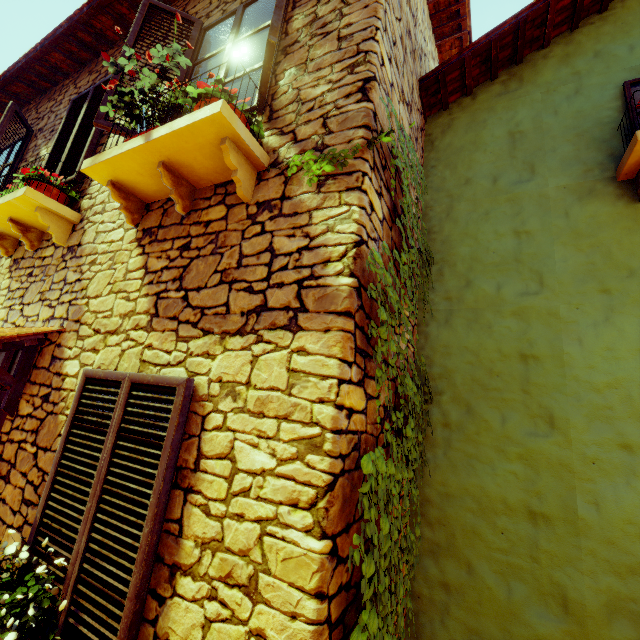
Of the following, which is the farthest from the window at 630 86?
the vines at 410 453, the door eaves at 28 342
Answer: the door eaves at 28 342

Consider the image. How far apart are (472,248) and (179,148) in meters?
2.8

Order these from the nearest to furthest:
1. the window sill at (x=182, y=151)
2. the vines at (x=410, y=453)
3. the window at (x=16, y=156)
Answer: the vines at (x=410, y=453) < the window sill at (x=182, y=151) < the window at (x=16, y=156)

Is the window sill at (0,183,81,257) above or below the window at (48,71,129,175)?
below

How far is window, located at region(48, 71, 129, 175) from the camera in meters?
2.9 m

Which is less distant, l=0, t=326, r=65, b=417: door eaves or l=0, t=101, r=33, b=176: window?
l=0, t=326, r=65, b=417: door eaves

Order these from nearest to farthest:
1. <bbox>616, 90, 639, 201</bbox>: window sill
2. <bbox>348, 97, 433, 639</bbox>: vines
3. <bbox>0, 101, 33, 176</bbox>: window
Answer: <bbox>348, 97, 433, 639</bbox>: vines
<bbox>616, 90, 639, 201</bbox>: window sill
<bbox>0, 101, 33, 176</bbox>: window

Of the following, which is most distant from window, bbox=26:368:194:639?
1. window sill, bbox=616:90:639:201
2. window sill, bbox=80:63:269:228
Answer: window sill, bbox=616:90:639:201
